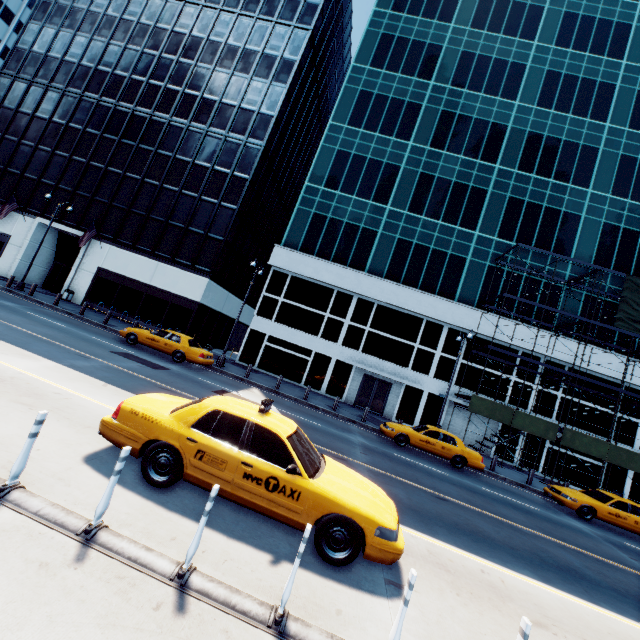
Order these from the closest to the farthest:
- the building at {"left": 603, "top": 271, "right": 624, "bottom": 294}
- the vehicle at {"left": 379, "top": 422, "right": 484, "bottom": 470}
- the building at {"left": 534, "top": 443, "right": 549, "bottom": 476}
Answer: the vehicle at {"left": 379, "top": 422, "right": 484, "bottom": 470}, the building at {"left": 534, "top": 443, "right": 549, "bottom": 476}, the building at {"left": 603, "top": 271, "right": 624, "bottom": 294}

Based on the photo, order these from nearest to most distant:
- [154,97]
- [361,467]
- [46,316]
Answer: [361,467] < [46,316] < [154,97]

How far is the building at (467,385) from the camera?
26.1 meters

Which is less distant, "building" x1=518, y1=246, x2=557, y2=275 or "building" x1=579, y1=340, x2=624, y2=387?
"building" x1=579, y1=340, x2=624, y2=387

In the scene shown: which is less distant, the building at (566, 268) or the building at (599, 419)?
the building at (599, 419)

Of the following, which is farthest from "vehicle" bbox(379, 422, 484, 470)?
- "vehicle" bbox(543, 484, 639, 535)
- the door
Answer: the door

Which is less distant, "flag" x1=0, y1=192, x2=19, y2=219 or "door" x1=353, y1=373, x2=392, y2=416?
"door" x1=353, y1=373, x2=392, y2=416

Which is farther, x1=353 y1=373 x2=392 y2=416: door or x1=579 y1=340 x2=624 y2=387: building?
x1=353 y1=373 x2=392 y2=416: door
